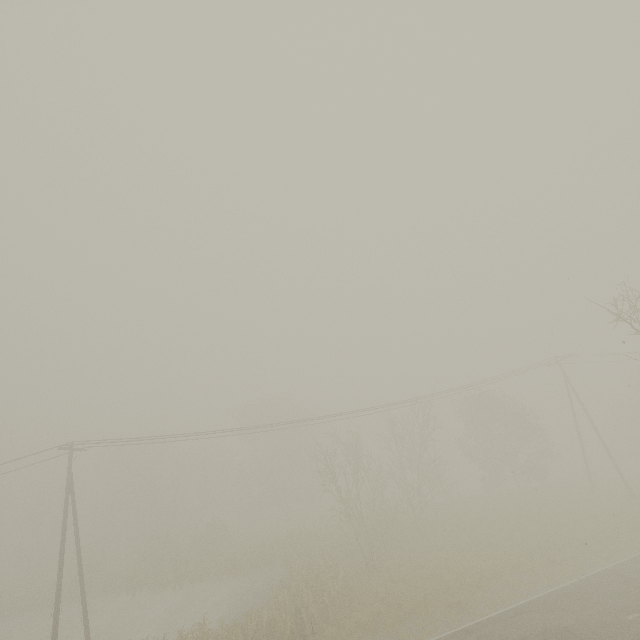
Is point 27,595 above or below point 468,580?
above
